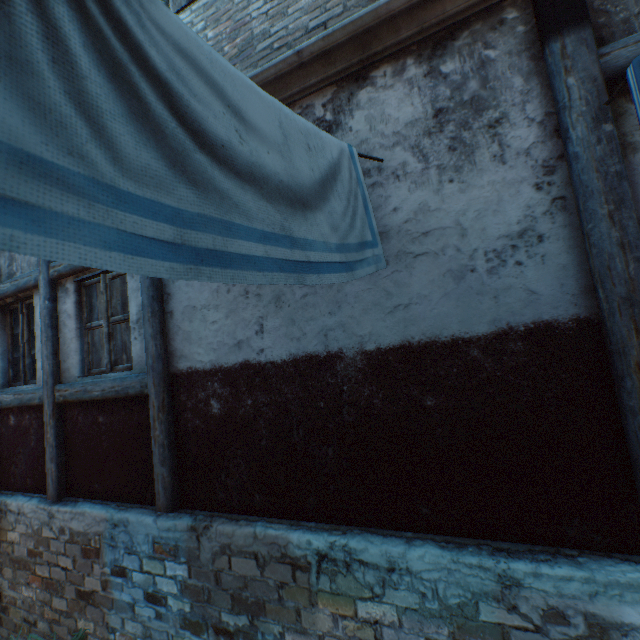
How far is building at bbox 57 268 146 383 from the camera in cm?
376

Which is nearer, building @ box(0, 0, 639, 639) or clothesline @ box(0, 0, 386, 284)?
clothesline @ box(0, 0, 386, 284)

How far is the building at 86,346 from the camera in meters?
3.8

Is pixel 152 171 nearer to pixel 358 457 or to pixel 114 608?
pixel 358 457

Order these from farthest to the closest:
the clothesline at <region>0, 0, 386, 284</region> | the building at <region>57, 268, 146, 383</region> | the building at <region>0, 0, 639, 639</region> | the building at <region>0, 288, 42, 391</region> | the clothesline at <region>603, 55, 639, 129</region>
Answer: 1. the building at <region>0, 288, 42, 391</region>
2. the building at <region>57, 268, 146, 383</region>
3. the building at <region>0, 0, 639, 639</region>
4. the clothesline at <region>603, 55, 639, 129</region>
5. the clothesline at <region>0, 0, 386, 284</region>

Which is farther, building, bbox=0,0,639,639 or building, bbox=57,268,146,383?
building, bbox=57,268,146,383

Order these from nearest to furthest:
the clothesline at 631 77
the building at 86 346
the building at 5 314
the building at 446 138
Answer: the clothesline at 631 77 < the building at 446 138 < the building at 86 346 < the building at 5 314
